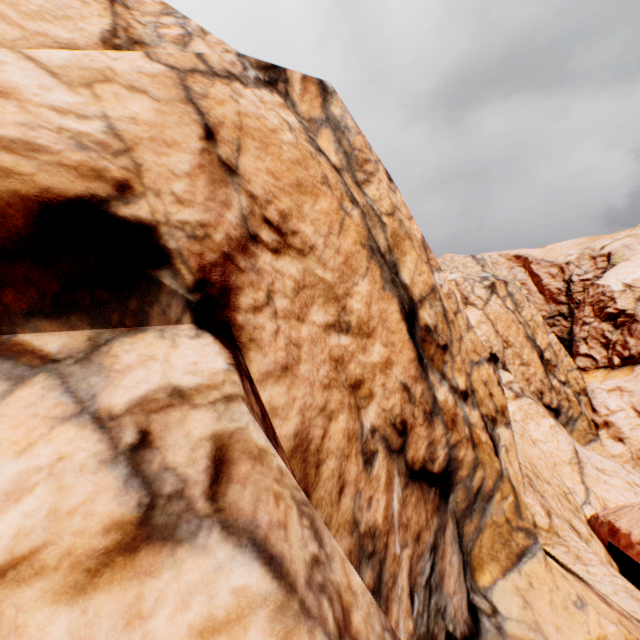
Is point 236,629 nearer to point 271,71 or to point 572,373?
point 271,71
